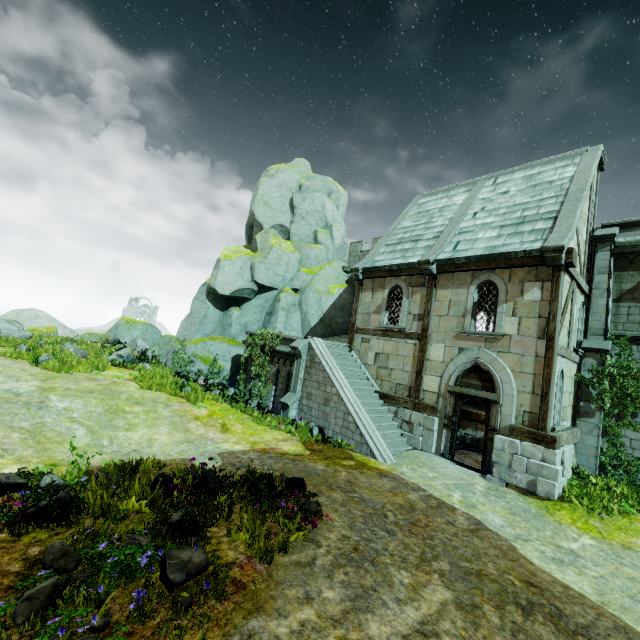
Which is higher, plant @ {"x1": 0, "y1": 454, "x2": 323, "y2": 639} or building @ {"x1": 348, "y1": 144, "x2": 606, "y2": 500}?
building @ {"x1": 348, "y1": 144, "x2": 606, "y2": 500}

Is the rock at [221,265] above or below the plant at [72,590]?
above

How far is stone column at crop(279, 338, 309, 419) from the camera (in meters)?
13.82

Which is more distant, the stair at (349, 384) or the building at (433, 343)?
the stair at (349, 384)

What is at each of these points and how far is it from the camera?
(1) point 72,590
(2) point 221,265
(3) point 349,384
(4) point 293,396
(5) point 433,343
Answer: (1) plant, 3.81m
(2) rock, 20.44m
(3) stair, 13.49m
(4) stone column, 13.93m
(5) building, 12.83m

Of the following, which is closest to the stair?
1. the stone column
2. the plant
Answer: the stone column

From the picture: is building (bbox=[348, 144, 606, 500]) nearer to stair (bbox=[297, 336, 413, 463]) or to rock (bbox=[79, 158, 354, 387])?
stair (bbox=[297, 336, 413, 463])

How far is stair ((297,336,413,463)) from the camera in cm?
1141
